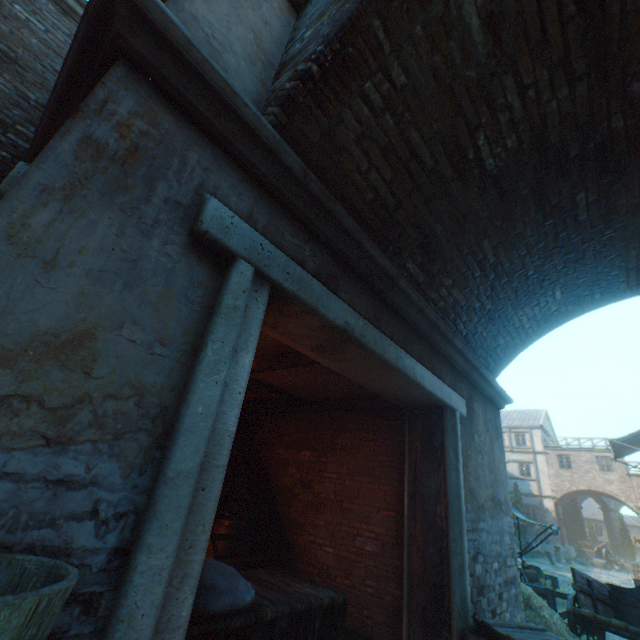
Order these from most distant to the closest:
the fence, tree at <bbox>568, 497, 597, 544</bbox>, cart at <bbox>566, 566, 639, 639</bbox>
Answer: tree at <bbox>568, 497, 597, 544</bbox>
the fence
cart at <bbox>566, 566, 639, 639</bbox>

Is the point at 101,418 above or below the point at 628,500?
below

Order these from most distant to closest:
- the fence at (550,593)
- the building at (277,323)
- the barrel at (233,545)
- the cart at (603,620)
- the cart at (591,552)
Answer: the cart at (591,552) → the fence at (550,593) → the cart at (603,620) → the barrel at (233,545) → the building at (277,323)

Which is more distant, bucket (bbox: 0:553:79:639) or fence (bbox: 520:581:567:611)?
fence (bbox: 520:581:567:611)

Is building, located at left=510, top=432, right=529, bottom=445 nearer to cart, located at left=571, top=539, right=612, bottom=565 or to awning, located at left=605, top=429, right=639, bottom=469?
cart, located at left=571, top=539, right=612, bottom=565

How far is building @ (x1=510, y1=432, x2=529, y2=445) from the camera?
34.03m

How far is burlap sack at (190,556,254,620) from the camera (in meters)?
1.64

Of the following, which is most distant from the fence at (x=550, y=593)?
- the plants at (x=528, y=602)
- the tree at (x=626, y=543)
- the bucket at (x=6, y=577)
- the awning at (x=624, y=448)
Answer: the bucket at (x=6, y=577)
